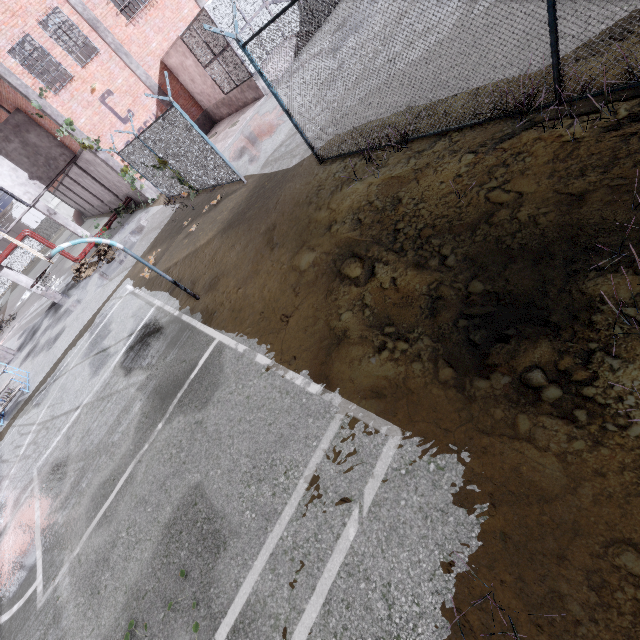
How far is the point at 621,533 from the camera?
2.2 meters

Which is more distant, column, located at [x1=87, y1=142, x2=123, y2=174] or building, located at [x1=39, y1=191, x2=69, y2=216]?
building, located at [x1=39, y1=191, x2=69, y2=216]

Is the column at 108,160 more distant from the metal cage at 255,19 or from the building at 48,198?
the building at 48,198

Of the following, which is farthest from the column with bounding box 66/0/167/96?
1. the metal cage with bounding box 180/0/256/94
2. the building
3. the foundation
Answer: the building

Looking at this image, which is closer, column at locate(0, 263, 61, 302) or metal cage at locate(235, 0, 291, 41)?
metal cage at locate(235, 0, 291, 41)

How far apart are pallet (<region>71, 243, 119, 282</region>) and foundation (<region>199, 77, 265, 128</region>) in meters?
10.8

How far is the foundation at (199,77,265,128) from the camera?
16.4 meters

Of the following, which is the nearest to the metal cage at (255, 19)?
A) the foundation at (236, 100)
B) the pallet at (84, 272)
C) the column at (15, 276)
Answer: the foundation at (236, 100)
